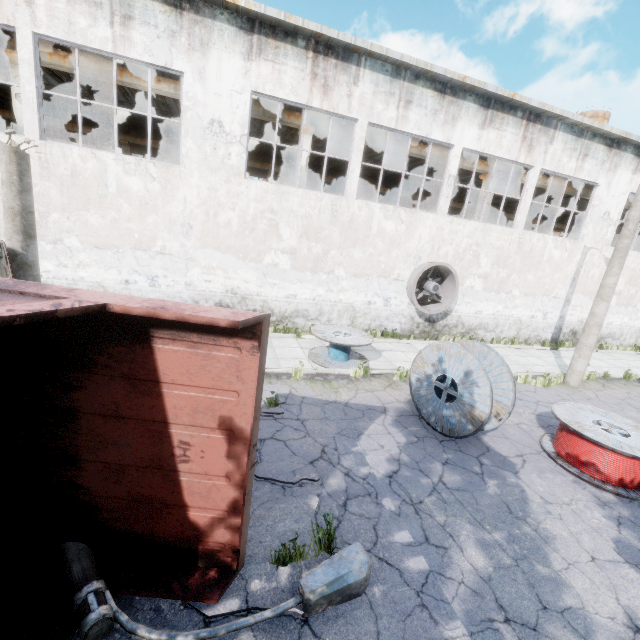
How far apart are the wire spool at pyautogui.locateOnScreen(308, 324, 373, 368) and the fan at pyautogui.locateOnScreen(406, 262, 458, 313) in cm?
364

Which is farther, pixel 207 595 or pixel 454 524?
pixel 454 524

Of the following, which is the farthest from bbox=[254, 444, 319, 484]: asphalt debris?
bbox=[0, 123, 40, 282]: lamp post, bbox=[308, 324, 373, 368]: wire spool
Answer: bbox=[308, 324, 373, 368]: wire spool

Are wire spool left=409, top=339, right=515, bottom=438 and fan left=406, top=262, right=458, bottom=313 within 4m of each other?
no

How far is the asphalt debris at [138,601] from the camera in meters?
3.1 m

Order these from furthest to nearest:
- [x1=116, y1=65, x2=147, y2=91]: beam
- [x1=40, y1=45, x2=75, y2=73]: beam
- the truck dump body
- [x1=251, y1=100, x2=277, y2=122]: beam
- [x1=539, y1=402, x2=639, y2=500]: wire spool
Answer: [x1=251, y1=100, x2=277, y2=122]: beam < [x1=116, y1=65, x2=147, y2=91]: beam < [x1=40, y1=45, x2=75, y2=73]: beam < [x1=539, y1=402, x2=639, y2=500]: wire spool < the truck dump body

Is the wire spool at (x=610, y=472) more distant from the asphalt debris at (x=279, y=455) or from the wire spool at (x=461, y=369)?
the asphalt debris at (x=279, y=455)

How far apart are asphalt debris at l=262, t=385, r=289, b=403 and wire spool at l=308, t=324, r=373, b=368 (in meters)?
2.01
